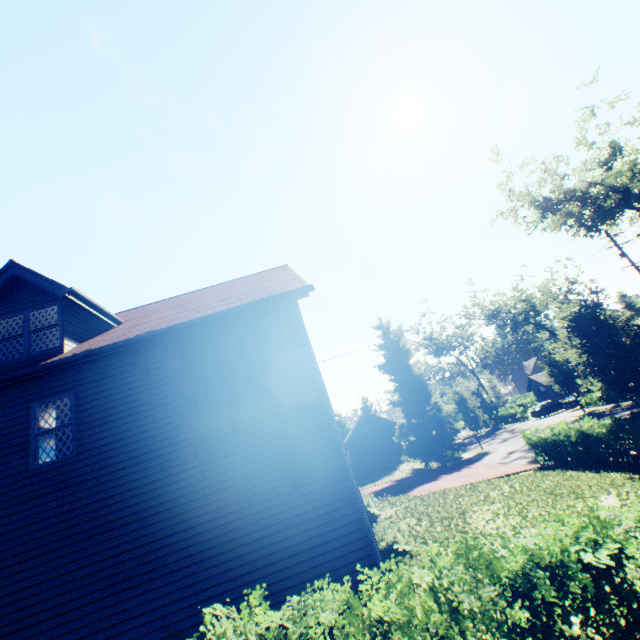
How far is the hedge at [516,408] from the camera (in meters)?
43.56

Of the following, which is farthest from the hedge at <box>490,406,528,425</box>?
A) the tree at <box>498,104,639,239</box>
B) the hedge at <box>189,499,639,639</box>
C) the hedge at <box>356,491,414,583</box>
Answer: the hedge at <box>356,491,414,583</box>

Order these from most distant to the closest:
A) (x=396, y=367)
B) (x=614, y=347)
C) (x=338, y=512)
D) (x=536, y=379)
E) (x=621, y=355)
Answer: (x=536, y=379)
(x=396, y=367)
(x=614, y=347)
(x=621, y=355)
(x=338, y=512)

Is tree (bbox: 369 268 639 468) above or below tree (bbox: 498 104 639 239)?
below

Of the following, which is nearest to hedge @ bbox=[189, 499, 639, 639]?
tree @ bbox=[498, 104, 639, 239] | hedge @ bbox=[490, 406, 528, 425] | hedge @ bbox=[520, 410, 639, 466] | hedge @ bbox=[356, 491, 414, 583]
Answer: hedge @ bbox=[520, 410, 639, 466]

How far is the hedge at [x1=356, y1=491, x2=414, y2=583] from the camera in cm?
410

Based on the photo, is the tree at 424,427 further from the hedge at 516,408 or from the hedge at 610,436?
the hedge at 610,436
